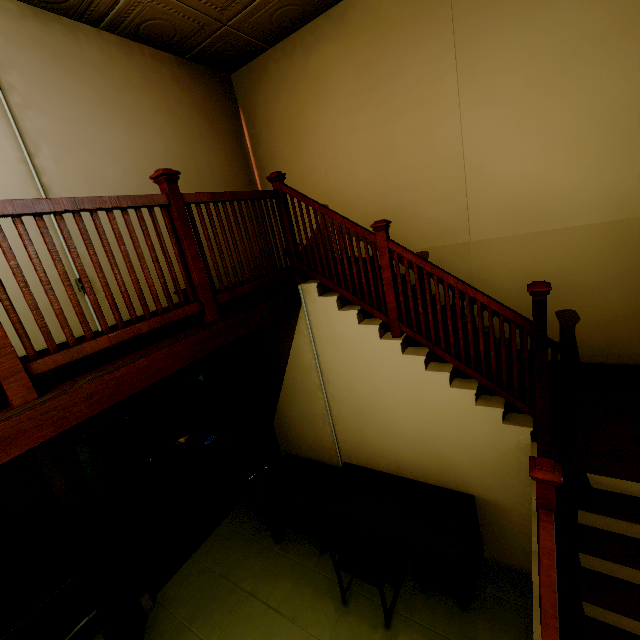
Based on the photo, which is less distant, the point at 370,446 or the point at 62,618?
the point at 62,618

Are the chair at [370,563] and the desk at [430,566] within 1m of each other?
yes

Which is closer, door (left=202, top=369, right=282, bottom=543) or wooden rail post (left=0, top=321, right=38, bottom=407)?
wooden rail post (left=0, top=321, right=38, bottom=407)

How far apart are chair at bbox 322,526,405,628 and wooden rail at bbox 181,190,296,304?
2.24m

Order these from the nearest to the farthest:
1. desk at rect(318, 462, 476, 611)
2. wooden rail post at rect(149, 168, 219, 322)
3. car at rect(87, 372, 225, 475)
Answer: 1. wooden rail post at rect(149, 168, 219, 322)
2. desk at rect(318, 462, 476, 611)
3. car at rect(87, 372, 225, 475)

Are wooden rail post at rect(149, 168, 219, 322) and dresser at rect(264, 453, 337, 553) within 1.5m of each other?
no

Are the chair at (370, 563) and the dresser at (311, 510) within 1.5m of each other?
yes

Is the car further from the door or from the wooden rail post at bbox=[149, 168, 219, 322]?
the wooden rail post at bbox=[149, 168, 219, 322]
